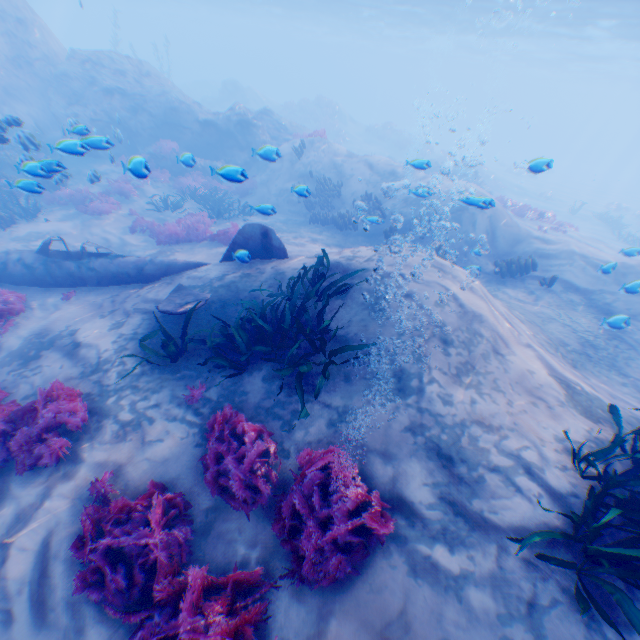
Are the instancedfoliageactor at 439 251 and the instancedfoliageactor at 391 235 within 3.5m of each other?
yes

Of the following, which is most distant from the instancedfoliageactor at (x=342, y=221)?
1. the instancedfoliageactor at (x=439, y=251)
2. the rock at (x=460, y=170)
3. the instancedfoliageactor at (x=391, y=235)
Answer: the rock at (x=460, y=170)

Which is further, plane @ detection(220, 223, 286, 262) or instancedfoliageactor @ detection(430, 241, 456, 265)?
instancedfoliageactor @ detection(430, 241, 456, 265)

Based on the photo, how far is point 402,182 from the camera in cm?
1547

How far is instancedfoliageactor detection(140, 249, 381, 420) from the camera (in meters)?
4.89

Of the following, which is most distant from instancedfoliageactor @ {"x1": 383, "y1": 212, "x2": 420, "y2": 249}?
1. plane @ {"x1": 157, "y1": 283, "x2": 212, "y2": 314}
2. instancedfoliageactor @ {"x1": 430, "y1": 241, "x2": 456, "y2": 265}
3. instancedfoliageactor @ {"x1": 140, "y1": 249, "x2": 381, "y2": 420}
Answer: plane @ {"x1": 157, "y1": 283, "x2": 212, "y2": 314}

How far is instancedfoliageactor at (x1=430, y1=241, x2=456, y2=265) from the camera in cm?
1085

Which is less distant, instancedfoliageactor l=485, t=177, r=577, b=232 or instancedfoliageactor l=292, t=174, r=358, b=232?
instancedfoliageactor l=292, t=174, r=358, b=232
